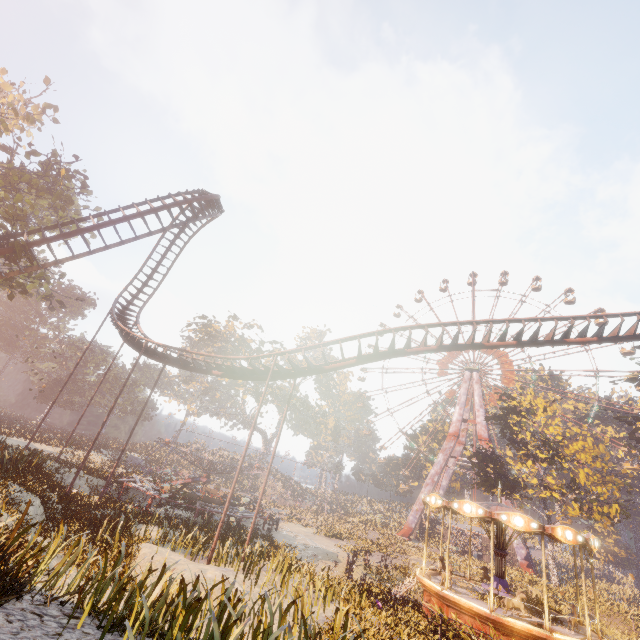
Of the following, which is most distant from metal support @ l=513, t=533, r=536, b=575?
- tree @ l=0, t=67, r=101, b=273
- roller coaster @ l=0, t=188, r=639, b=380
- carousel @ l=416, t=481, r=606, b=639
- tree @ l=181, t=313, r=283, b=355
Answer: tree @ l=0, t=67, r=101, b=273

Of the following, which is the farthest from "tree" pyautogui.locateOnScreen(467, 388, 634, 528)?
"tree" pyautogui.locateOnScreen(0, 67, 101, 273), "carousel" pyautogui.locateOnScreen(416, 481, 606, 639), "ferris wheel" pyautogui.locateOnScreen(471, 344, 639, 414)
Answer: "tree" pyautogui.locateOnScreen(0, 67, 101, 273)

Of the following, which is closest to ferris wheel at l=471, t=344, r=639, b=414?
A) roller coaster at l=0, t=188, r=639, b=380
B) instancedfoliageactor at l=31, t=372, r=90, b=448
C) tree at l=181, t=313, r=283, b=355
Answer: roller coaster at l=0, t=188, r=639, b=380

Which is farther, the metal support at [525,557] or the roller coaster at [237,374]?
the metal support at [525,557]

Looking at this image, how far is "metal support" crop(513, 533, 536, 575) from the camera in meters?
37.6 m

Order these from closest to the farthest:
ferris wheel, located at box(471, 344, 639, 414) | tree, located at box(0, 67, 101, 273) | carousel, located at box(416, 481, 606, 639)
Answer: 1. carousel, located at box(416, 481, 606, 639)
2. tree, located at box(0, 67, 101, 273)
3. ferris wheel, located at box(471, 344, 639, 414)

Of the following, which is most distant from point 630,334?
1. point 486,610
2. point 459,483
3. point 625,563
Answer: point 625,563

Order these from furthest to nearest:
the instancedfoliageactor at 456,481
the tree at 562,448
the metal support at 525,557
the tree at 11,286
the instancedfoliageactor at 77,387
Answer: the instancedfoliageactor at 456,481 < the metal support at 525,557 < the instancedfoliageactor at 77,387 < the tree at 562,448 < the tree at 11,286
